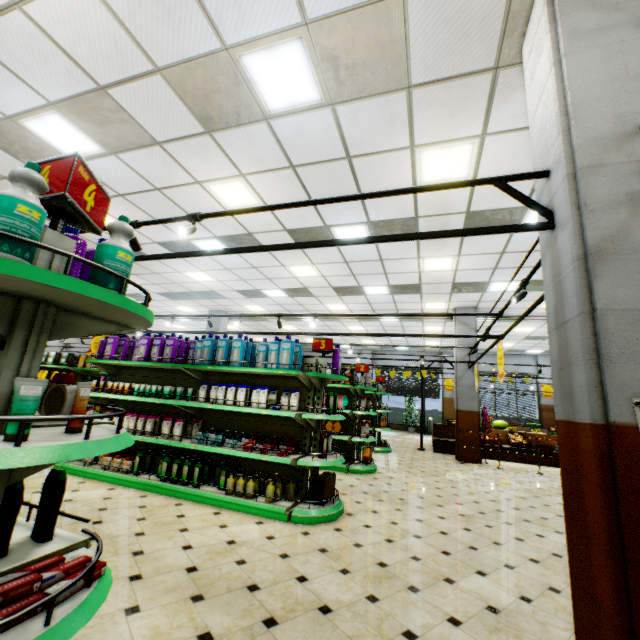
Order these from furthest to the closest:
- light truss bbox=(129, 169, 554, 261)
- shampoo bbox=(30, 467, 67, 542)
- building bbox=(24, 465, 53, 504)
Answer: building bbox=(24, 465, 53, 504) < light truss bbox=(129, 169, 554, 261) < shampoo bbox=(30, 467, 67, 542)

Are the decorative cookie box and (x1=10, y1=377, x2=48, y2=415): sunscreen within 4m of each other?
no

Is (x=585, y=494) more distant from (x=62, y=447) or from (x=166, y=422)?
(x=166, y=422)

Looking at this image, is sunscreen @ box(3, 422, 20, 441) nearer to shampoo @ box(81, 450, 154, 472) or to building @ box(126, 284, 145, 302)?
building @ box(126, 284, 145, 302)

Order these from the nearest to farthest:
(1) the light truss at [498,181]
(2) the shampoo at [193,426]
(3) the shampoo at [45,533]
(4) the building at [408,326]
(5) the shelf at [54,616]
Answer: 1. (5) the shelf at [54,616]
2. (3) the shampoo at [45,533]
3. (1) the light truss at [498,181]
4. (2) the shampoo at [193,426]
5. (4) the building at [408,326]

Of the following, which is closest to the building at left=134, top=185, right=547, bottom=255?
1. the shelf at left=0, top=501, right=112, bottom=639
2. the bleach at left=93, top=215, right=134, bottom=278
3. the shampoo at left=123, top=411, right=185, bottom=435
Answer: the shelf at left=0, top=501, right=112, bottom=639

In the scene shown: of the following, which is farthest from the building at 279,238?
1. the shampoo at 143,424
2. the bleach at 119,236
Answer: the bleach at 119,236

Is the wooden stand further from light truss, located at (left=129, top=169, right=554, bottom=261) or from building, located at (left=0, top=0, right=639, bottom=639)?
light truss, located at (left=129, top=169, right=554, bottom=261)
